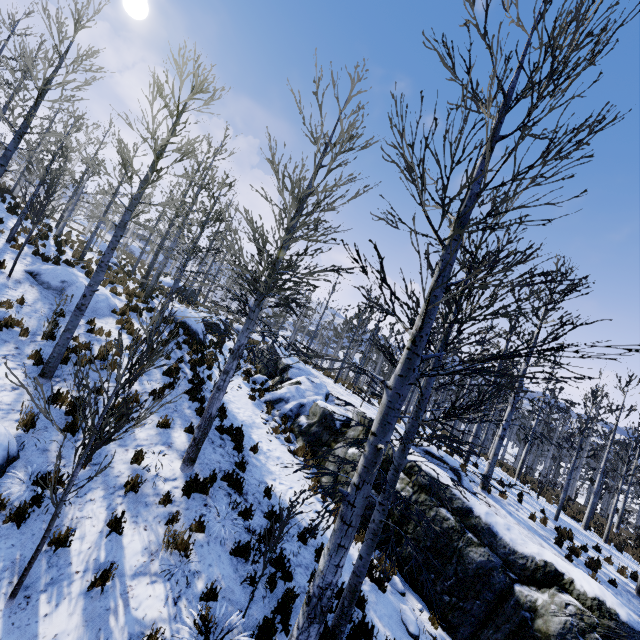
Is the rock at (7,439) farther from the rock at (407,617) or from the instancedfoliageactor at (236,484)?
the instancedfoliageactor at (236,484)

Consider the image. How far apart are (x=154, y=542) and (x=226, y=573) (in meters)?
1.40

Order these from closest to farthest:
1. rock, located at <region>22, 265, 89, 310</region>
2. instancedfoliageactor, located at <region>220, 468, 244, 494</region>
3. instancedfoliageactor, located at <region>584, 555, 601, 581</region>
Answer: instancedfoliageactor, located at <region>220, 468, 244, 494</region> → instancedfoliageactor, located at <region>584, 555, 601, 581</region> → rock, located at <region>22, 265, 89, 310</region>

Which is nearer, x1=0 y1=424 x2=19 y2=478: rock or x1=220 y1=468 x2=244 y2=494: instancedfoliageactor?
x1=0 y1=424 x2=19 y2=478: rock

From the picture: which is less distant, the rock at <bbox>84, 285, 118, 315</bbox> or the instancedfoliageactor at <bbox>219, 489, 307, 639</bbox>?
the instancedfoliageactor at <bbox>219, 489, 307, 639</bbox>

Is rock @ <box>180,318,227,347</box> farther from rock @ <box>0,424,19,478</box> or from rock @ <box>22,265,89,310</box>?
rock @ <box>0,424,19,478</box>

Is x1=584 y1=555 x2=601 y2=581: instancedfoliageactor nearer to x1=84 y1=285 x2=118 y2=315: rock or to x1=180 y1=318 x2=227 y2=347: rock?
x1=180 y1=318 x2=227 y2=347: rock

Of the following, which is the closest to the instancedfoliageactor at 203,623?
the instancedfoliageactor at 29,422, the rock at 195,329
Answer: the rock at 195,329
